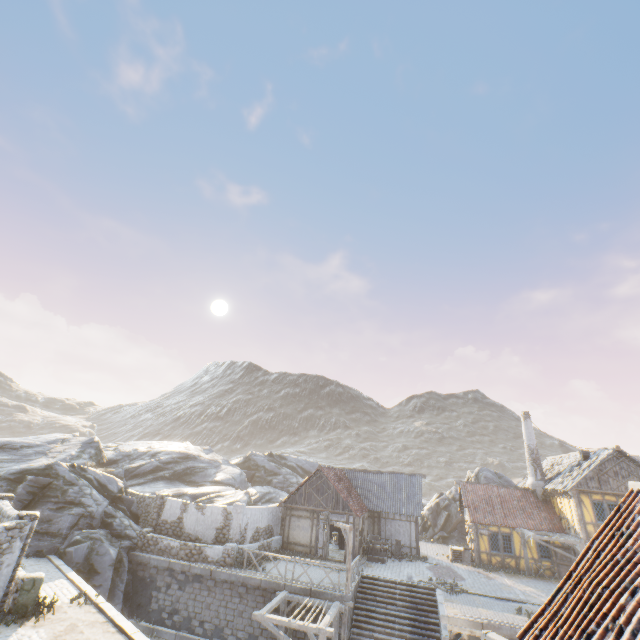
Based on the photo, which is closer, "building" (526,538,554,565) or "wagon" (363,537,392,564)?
"wagon" (363,537,392,564)

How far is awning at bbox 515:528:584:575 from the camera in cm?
2133

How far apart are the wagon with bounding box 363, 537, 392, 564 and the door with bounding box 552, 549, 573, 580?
11.4m

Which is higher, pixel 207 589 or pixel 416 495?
pixel 416 495

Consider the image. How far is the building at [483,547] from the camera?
24.09m

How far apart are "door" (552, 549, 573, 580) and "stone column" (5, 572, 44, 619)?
30.60m

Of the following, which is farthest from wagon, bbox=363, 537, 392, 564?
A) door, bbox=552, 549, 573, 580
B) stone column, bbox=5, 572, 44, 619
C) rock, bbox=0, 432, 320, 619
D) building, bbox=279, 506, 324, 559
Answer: stone column, bbox=5, 572, 44, 619

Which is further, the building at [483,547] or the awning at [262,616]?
the building at [483,547]
